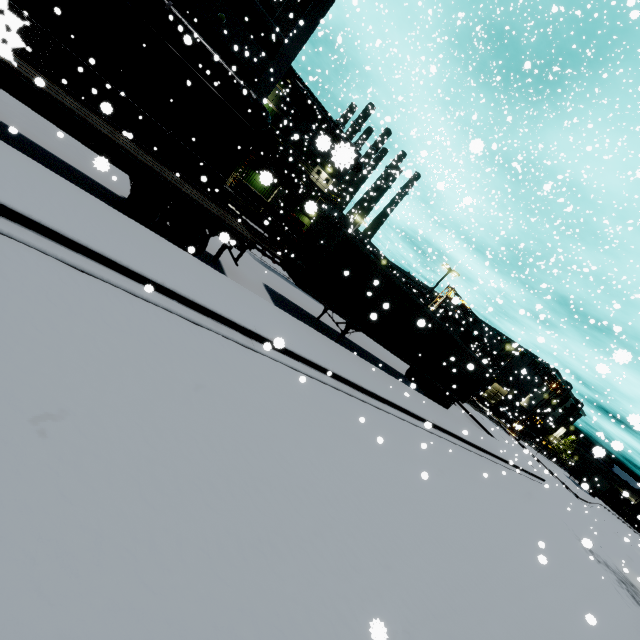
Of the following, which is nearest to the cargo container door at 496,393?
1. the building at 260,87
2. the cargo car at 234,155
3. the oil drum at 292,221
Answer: the building at 260,87

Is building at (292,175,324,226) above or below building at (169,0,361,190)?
below

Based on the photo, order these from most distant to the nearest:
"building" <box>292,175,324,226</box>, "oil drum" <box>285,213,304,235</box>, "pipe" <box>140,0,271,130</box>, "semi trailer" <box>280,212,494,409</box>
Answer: "oil drum" <box>285,213,304,235</box>
"pipe" <box>140,0,271,130</box>
"semi trailer" <box>280,212,494,409</box>
"building" <box>292,175,324,226</box>

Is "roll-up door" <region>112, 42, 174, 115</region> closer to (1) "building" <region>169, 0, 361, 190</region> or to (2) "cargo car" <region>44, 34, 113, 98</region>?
(1) "building" <region>169, 0, 361, 190</region>

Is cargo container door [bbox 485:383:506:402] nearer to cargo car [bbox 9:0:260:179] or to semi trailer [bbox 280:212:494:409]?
semi trailer [bbox 280:212:494:409]

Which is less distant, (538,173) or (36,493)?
(36,493)

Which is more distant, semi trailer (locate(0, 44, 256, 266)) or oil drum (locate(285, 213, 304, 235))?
oil drum (locate(285, 213, 304, 235))

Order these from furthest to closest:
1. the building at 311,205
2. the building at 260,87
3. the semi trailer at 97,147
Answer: the building at 260,87, the semi trailer at 97,147, the building at 311,205
